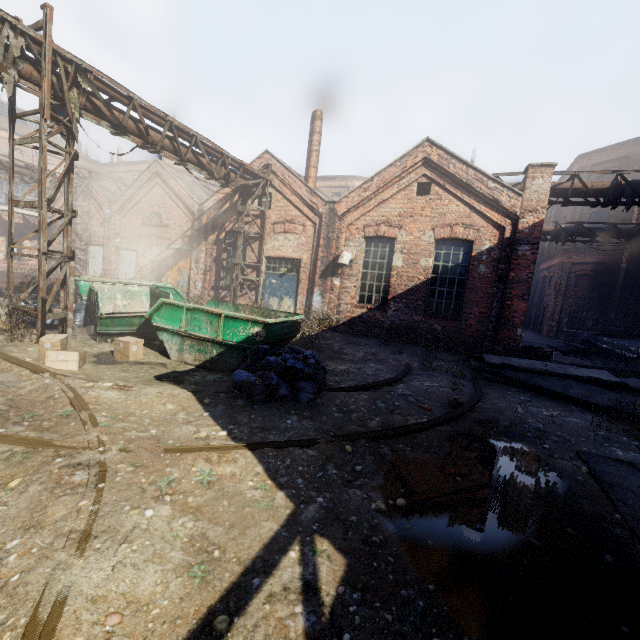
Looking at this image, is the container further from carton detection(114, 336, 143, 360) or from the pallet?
the pallet

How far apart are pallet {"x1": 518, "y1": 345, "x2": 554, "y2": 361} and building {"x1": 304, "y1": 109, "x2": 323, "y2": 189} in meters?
11.2

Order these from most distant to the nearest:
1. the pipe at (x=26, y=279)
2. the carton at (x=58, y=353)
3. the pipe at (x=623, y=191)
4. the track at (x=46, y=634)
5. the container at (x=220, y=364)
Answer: the pipe at (x=26, y=279), the pipe at (x=623, y=191), the container at (x=220, y=364), the carton at (x=58, y=353), the track at (x=46, y=634)

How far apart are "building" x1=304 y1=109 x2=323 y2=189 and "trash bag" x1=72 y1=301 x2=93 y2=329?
10.69m

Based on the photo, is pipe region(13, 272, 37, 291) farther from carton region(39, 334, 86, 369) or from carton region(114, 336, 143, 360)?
carton region(114, 336, 143, 360)

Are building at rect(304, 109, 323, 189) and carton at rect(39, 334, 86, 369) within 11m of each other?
no

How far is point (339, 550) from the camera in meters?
2.7 m

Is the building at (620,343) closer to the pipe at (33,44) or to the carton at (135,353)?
the carton at (135,353)
